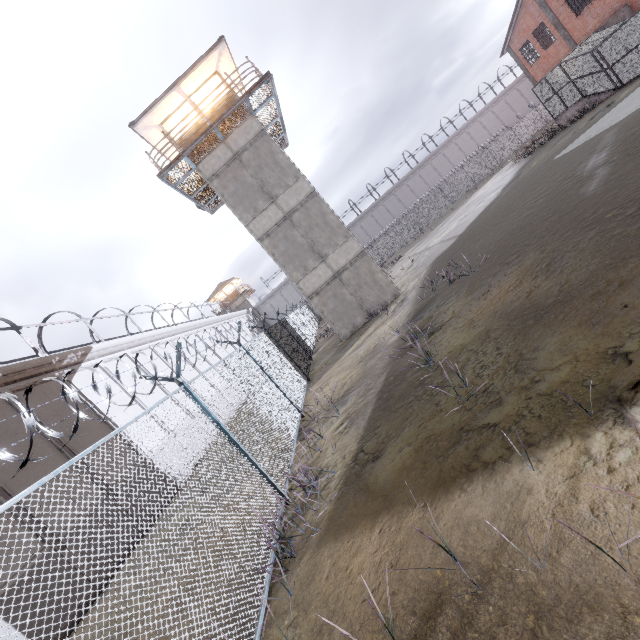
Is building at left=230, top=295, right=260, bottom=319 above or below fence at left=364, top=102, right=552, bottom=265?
above

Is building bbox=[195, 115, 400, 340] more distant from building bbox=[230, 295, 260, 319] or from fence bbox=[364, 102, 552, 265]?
building bbox=[230, 295, 260, 319]

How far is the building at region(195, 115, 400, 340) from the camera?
16.50m

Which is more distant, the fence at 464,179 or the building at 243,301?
the building at 243,301

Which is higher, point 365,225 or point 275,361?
point 365,225

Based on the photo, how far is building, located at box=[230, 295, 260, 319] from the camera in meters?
53.9 m
